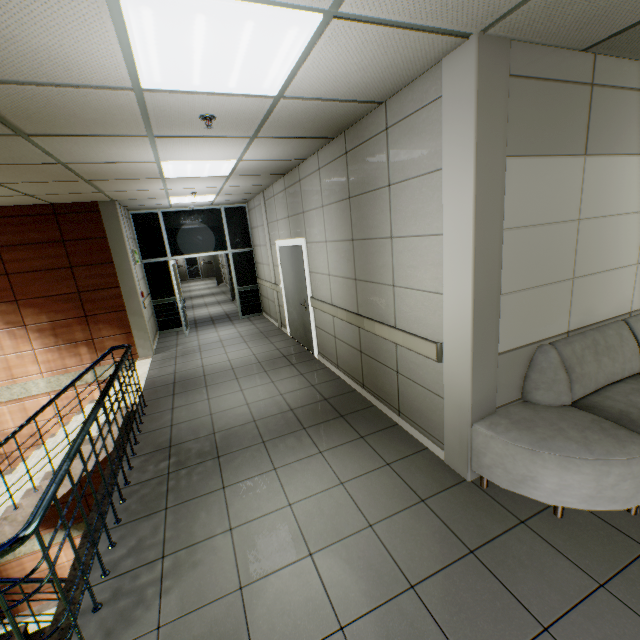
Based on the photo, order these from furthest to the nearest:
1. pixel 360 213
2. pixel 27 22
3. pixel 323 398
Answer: pixel 323 398, pixel 360 213, pixel 27 22

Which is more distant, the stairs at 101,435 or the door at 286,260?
the door at 286,260

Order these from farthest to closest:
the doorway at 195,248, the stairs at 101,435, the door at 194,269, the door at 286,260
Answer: the door at 194,269, the doorway at 195,248, the door at 286,260, the stairs at 101,435

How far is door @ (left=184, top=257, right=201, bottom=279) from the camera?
23.66m

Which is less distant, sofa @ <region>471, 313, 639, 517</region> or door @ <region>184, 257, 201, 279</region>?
sofa @ <region>471, 313, 639, 517</region>

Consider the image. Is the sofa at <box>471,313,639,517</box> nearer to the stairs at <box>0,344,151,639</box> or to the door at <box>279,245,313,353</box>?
the stairs at <box>0,344,151,639</box>

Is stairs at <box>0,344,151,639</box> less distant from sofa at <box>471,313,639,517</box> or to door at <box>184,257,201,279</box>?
sofa at <box>471,313,639,517</box>

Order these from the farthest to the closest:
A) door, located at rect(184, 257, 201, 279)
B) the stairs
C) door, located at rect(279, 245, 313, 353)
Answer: door, located at rect(184, 257, 201, 279) < door, located at rect(279, 245, 313, 353) < the stairs
